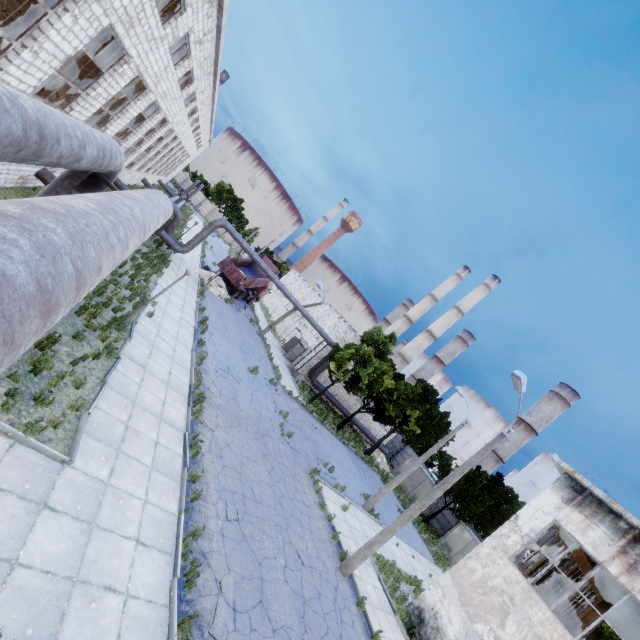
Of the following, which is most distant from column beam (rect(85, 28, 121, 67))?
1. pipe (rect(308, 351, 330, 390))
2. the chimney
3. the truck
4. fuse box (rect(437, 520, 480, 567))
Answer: the chimney

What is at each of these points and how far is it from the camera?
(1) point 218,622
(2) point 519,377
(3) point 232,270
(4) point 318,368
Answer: (1) asphalt debris, 6.9m
(2) lamp post, 11.6m
(3) truck dump back, 32.6m
(4) pipe, 33.4m

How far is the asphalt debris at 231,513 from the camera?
9.6 meters

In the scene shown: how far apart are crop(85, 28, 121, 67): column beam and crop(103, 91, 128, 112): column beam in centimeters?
394cm

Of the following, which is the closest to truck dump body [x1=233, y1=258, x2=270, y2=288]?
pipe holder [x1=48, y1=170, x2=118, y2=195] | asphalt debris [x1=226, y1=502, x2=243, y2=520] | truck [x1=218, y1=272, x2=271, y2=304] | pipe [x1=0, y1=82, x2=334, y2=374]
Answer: truck [x1=218, y1=272, x2=271, y2=304]

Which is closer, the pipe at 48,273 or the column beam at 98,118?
the pipe at 48,273

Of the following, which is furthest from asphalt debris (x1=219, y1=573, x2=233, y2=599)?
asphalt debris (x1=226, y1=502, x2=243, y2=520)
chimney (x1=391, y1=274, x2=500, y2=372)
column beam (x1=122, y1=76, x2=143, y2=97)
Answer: chimney (x1=391, y1=274, x2=500, y2=372)

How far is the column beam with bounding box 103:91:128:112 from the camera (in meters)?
15.38
